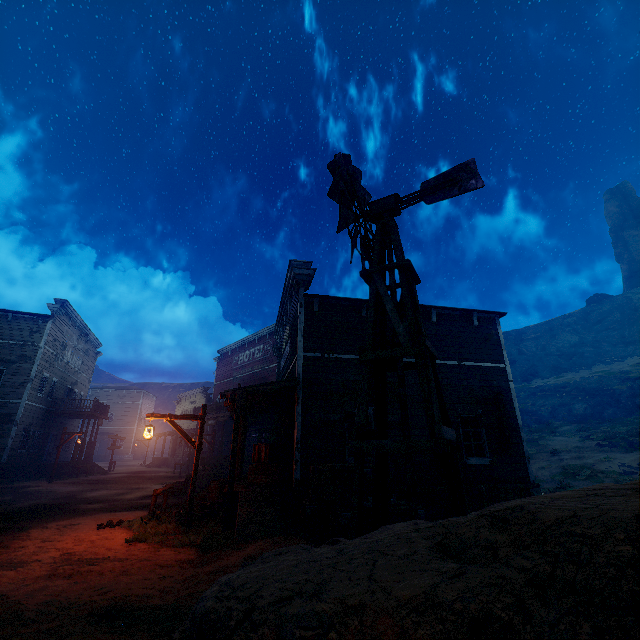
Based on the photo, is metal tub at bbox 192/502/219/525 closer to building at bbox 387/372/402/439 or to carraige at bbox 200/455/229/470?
building at bbox 387/372/402/439

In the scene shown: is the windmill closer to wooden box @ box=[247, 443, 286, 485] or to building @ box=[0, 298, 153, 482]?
building @ box=[0, 298, 153, 482]

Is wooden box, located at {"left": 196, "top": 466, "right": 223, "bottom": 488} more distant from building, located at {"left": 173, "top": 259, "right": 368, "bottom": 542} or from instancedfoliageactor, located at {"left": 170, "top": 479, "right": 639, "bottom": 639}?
instancedfoliageactor, located at {"left": 170, "top": 479, "right": 639, "bottom": 639}

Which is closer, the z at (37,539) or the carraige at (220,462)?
the z at (37,539)

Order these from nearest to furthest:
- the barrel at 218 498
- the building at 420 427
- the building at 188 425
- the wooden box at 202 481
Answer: the building at 420 427, the barrel at 218 498, the wooden box at 202 481, the building at 188 425

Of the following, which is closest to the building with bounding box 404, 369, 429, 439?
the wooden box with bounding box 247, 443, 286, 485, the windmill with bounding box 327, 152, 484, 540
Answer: the wooden box with bounding box 247, 443, 286, 485

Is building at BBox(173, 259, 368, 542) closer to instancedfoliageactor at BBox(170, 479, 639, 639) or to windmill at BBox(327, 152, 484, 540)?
windmill at BBox(327, 152, 484, 540)

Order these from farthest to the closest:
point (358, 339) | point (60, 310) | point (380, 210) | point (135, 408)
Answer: point (135, 408) < point (60, 310) < point (358, 339) < point (380, 210)
